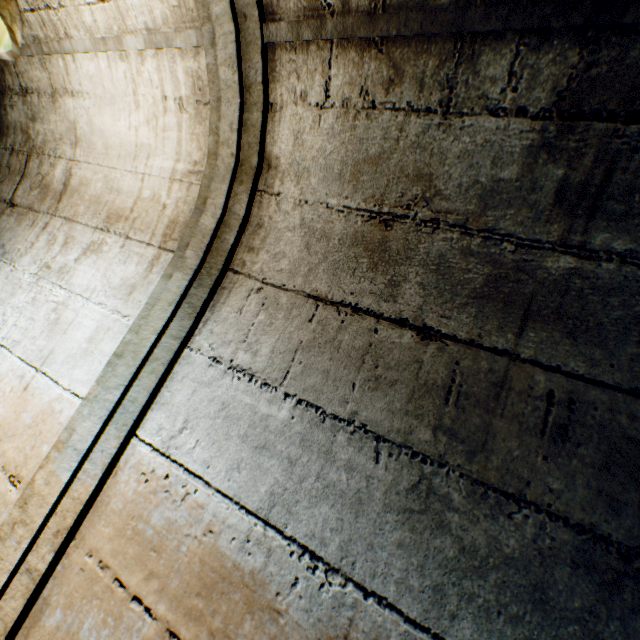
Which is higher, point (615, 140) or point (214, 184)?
point (615, 140)
